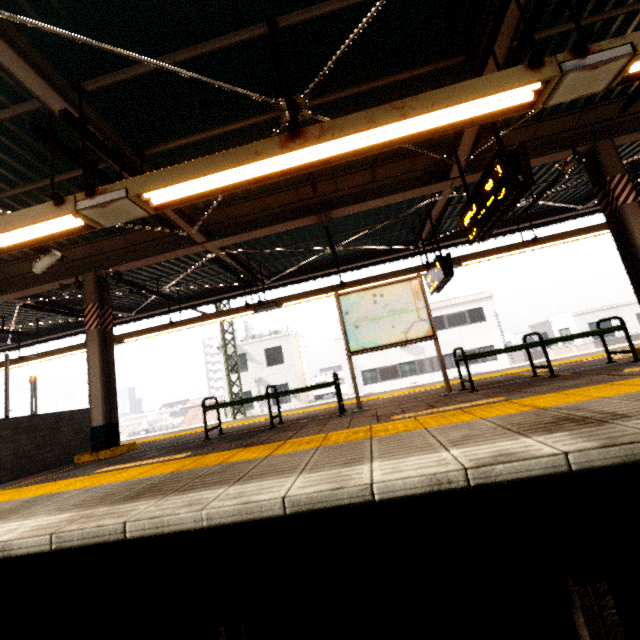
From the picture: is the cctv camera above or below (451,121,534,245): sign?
above

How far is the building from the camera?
40.8 meters

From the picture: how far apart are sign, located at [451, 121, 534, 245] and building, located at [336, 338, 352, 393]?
36.9m

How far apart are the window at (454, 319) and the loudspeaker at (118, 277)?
22.9m

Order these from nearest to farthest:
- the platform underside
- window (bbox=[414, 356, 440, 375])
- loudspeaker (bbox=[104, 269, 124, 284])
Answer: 1. the platform underside
2. loudspeaker (bbox=[104, 269, 124, 284])
3. window (bbox=[414, 356, 440, 375])

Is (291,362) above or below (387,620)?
above

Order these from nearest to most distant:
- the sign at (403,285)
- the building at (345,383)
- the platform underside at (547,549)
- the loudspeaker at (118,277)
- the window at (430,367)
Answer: the platform underside at (547,549) → the sign at (403,285) → the loudspeaker at (118,277) → the window at (430,367) → the building at (345,383)

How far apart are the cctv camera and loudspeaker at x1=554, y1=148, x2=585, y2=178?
9.0 meters
